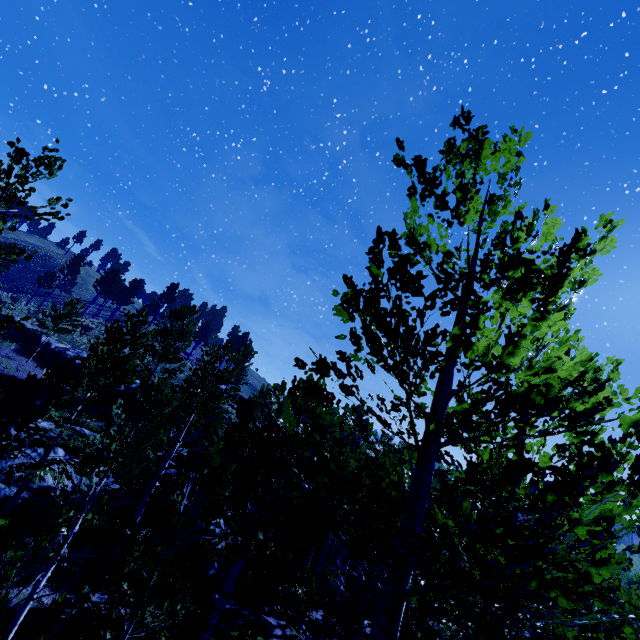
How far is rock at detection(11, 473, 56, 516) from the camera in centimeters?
1352cm

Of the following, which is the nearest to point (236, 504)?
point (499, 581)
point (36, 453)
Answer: point (499, 581)

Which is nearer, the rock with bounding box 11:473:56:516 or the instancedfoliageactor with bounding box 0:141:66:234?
the instancedfoliageactor with bounding box 0:141:66:234

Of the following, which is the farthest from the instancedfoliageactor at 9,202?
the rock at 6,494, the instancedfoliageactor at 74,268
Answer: the instancedfoliageactor at 74,268

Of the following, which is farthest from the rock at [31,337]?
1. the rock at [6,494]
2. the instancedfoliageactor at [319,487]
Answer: the instancedfoliageactor at [319,487]

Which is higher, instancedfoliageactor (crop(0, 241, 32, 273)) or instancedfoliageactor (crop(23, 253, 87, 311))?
instancedfoliageactor (crop(23, 253, 87, 311))

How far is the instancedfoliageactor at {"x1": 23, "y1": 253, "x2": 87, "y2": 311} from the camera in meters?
47.8 m

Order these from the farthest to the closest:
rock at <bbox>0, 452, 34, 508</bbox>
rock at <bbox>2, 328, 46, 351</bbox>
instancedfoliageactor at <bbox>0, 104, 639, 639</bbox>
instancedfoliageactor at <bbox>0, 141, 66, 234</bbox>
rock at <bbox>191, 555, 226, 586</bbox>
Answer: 1. rock at <bbox>2, 328, 46, 351</bbox>
2. rock at <bbox>191, 555, 226, 586</bbox>
3. rock at <bbox>0, 452, 34, 508</bbox>
4. instancedfoliageactor at <bbox>0, 141, 66, 234</bbox>
5. instancedfoliageactor at <bbox>0, 104, 639, 639</bbox>
